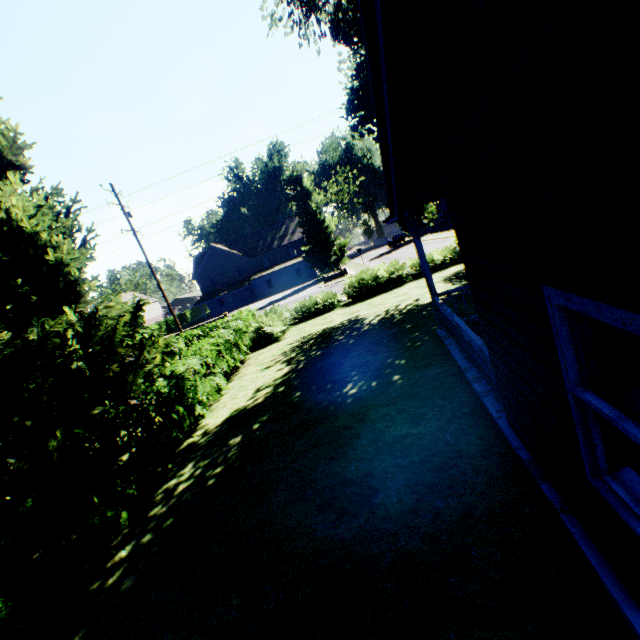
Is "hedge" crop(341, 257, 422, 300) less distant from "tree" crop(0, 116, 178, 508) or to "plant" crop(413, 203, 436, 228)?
"tree" crop(0, 116, 178, 508)

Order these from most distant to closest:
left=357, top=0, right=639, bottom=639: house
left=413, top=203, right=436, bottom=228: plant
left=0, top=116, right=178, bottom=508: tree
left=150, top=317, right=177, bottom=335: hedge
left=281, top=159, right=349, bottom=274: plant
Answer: left=413, top=203, right=436, bottom=228: plant → left=150, top=317, right=177, bottom=335: hedge → left=281, top=159, right=349, bottom=274: plant → left=0, top=116, right=178, bottom=508: tree → left=357, top=0, right=639, bottom=639: house

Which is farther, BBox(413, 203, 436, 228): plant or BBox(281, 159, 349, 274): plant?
BBox(413, 203, 436, 228): plant

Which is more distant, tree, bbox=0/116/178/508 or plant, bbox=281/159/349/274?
plant, bbox=281/159/349/274

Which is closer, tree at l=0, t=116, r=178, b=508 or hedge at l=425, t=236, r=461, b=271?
tree at l=0, t=116, r=178, b=508

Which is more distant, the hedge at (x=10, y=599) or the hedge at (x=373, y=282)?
the hedge at (x=373, y=282)

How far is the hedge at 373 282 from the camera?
18.92m

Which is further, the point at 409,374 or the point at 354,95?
the point at 354,95
